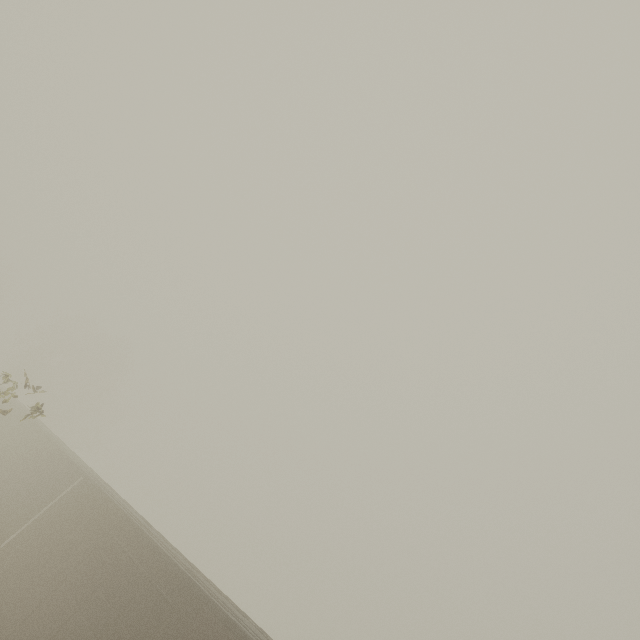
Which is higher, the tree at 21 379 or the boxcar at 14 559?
the tree at 21 379

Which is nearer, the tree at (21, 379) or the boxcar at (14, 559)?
the boxcar at (14, 559)

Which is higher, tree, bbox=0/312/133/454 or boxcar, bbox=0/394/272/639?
tree, bbox=0/312/133/454

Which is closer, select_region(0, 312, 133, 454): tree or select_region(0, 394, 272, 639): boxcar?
select_region(0, 394, 272, 639): boxcar

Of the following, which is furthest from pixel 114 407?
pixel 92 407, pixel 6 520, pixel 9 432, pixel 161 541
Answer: pixel 161 541
